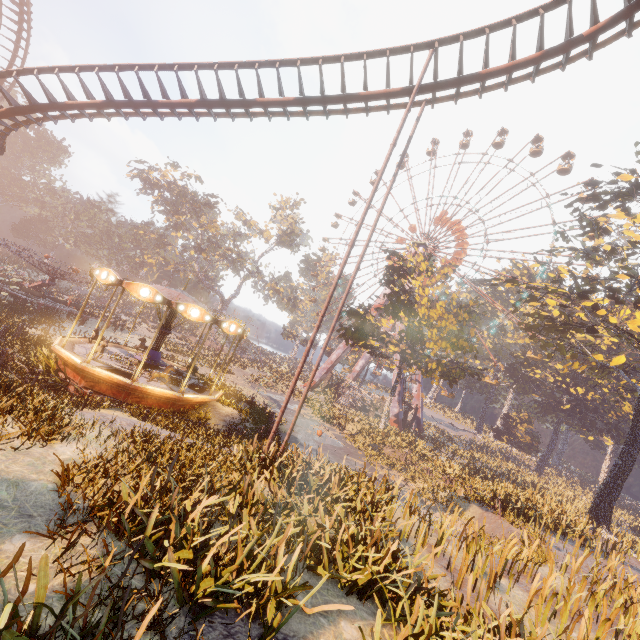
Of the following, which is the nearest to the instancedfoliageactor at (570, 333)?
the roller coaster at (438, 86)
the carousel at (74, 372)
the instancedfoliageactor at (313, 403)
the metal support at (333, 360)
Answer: the carousel at (74, 372)

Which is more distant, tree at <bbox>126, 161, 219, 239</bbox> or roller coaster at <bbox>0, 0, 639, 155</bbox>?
tree at <bbox>126, 161, 219, 239</bbox>

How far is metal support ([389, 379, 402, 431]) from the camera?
39.6 meters

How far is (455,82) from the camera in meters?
12.1

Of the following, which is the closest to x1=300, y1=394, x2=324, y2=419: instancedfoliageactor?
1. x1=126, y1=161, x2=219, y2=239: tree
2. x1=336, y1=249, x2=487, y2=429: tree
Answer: x1=336, y1=249, x2=487, y2=429: tree

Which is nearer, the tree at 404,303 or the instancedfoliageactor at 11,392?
the instancedfoliageactor at 11,392

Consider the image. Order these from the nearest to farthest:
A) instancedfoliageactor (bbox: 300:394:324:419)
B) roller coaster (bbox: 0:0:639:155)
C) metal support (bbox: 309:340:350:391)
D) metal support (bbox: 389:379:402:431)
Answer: roller coaster (bbox: 0:0:639:155)
instancedfoliageactor (bbox: 300:394:324:419)
metal support (bbox: 389:379:402:431)
metal support (bbox: 309:340:350:391)

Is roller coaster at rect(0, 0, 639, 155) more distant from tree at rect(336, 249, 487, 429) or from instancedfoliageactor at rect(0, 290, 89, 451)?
tree at rect(336, 249, 487, 429)
